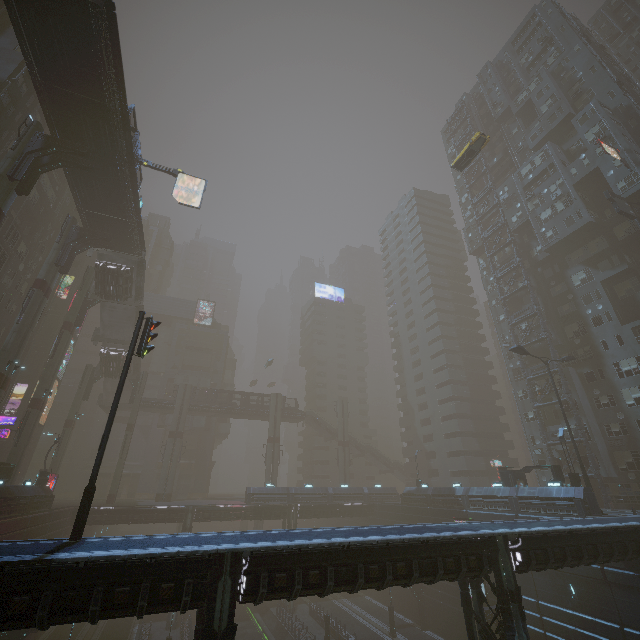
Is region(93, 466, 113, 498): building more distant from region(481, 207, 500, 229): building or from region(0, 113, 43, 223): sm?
region(0, 113, 43, 223): sm

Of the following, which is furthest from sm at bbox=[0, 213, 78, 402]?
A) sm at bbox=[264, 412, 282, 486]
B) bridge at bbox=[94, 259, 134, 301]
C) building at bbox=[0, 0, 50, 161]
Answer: sm at bbox=[264, 412, 282, 486]

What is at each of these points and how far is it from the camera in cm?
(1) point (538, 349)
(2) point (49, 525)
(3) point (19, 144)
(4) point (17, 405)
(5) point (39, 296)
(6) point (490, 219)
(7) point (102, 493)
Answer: (1) building, 4250
(2) building, 3027
(3) sm, 2352
(4) building, 5250
(5) sm, 2958
(6) building, 5719
(7) building, 5912

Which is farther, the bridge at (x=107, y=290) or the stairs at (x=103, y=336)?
the stairs at (x=103, y=336)

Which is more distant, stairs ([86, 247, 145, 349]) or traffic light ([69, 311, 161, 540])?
stairs ([86, 247, 145, 349])

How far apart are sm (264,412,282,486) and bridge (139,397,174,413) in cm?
1572

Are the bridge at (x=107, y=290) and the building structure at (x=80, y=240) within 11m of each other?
yes

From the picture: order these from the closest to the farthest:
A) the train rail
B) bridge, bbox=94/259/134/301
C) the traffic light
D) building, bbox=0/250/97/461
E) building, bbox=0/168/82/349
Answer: the traffic light, building, bbox=0/168/82/349, the train rail, bridge, bbox=94/259/134/301, building, bbox=0/250/97/461
